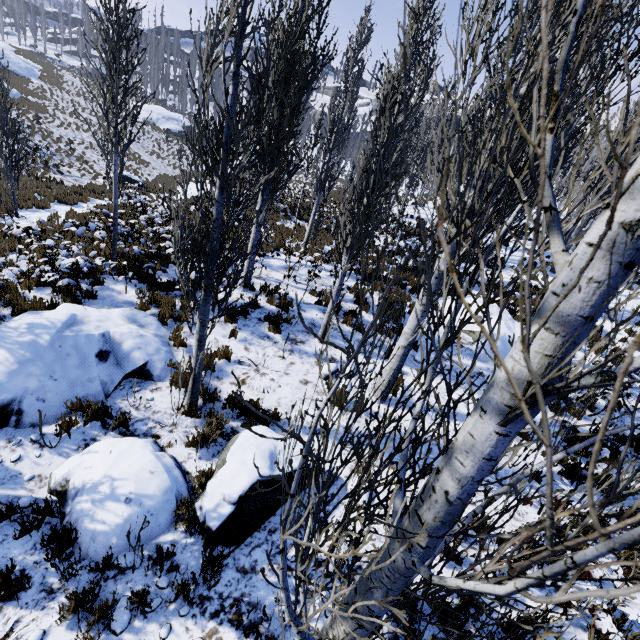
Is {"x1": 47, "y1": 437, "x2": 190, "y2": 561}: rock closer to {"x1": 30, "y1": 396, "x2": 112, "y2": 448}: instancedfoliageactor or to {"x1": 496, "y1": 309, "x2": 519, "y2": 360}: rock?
{"x1": 30, "y1": 396, "x2": 112, "y2": 448}: instancedfoliageactor

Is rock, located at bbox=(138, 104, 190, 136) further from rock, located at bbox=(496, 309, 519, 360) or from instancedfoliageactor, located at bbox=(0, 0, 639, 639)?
rock, located at bbox=(496, 309, 519, 360)

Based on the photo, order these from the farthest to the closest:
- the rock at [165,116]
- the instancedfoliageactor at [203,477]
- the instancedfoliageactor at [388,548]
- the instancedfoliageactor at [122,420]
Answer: the rock at [165,116]
the instancedfoliageactor at [122,420]
the instancedfoliageactor at [203,477]
the instancedfoliageactor at [388,548]

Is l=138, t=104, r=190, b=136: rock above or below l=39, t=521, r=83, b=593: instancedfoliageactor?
above

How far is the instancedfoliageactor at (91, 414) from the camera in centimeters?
491cm

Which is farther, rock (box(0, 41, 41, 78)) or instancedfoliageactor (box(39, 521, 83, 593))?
rock (box(0, 41, 41, 78))

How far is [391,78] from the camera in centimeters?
568cm
